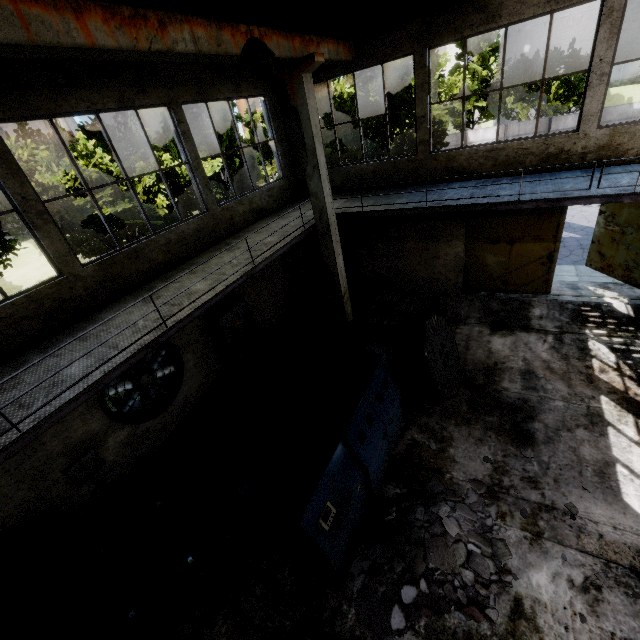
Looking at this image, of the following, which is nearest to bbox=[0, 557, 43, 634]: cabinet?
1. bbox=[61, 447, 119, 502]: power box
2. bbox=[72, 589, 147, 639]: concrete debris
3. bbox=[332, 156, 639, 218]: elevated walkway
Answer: bbox=[72, 589, 147, 639]: concrete debris

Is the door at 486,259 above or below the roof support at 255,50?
below

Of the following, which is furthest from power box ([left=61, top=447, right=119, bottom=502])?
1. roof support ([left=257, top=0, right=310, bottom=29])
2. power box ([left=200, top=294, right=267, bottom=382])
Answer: roof support ([left=257, top=0, right=310, bottom=29])

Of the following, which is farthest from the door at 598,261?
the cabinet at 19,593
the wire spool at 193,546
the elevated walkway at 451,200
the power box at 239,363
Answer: the cabinet at 19,593

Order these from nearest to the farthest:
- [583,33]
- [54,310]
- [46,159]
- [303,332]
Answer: [54,310]
[46,159]
[303,332]
[583,33]

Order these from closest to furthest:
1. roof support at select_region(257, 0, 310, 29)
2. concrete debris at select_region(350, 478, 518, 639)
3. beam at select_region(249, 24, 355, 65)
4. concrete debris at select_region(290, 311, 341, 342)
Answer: concrete debris at select_region(350, 478, 518, 639) → beam at select_region(249, 24, 355, 65) → roof support at select_region(257, 0, 310, 29) → concrete debris at select_region(290, 311, 341, 342)

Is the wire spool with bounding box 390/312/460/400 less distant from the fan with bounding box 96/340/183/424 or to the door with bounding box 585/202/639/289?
the fan with bounding box 96/340/183/424

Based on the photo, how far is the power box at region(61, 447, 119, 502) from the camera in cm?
670
